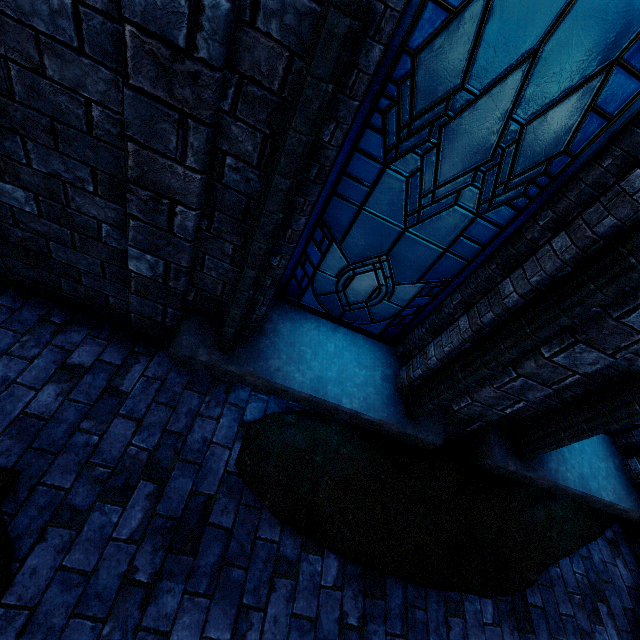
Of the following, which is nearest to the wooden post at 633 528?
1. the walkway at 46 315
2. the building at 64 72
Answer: the building at 64 72

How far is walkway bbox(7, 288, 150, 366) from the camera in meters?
2.7 m

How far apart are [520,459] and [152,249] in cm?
369

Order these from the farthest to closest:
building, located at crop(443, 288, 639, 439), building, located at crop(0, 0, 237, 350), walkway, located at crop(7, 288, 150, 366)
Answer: walkway, located at crop(7, 288, 150, 366) < building, located at crop(443, 288, 639, 439) < building, located at crop(0, 0, 237, 350)

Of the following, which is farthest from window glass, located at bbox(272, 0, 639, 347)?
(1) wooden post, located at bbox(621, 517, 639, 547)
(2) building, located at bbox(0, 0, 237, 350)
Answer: (1) wooden post, located at bbox(621, 517, 639, 547)

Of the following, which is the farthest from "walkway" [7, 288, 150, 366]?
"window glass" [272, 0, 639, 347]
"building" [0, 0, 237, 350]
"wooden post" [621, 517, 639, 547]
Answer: "wooden post" [621, 517, 639, 547]

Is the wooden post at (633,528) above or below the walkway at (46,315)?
above

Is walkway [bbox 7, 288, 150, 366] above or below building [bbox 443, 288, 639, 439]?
below
